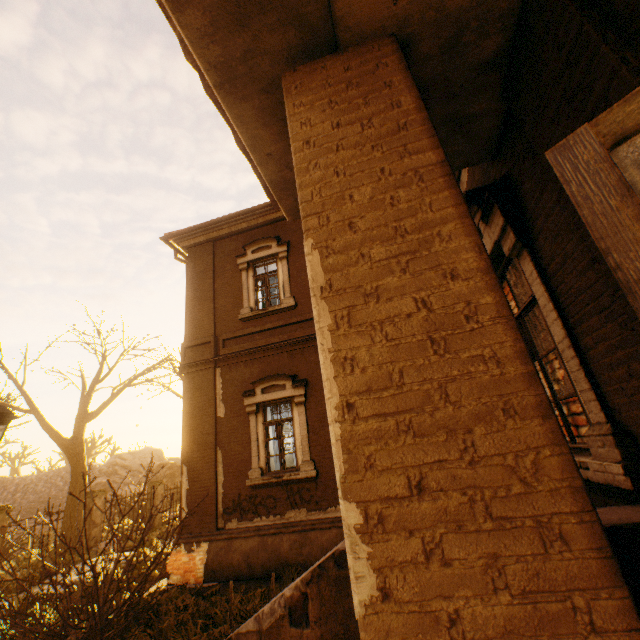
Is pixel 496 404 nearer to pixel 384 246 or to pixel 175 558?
pixel 384 246

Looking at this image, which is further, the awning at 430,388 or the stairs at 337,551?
the stairs at 337,551

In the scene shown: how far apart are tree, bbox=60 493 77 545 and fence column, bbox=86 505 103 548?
1.95m

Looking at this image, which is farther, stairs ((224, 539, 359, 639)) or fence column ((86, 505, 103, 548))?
fence column ((86, 505, 103, 548))

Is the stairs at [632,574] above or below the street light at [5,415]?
below

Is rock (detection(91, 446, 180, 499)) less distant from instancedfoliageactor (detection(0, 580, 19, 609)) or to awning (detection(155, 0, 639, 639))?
instancedfoliageactor (detection(0, 580, 19, 609))

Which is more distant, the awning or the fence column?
the fence column

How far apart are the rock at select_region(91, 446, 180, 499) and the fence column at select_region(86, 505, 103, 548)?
33.1 meters
